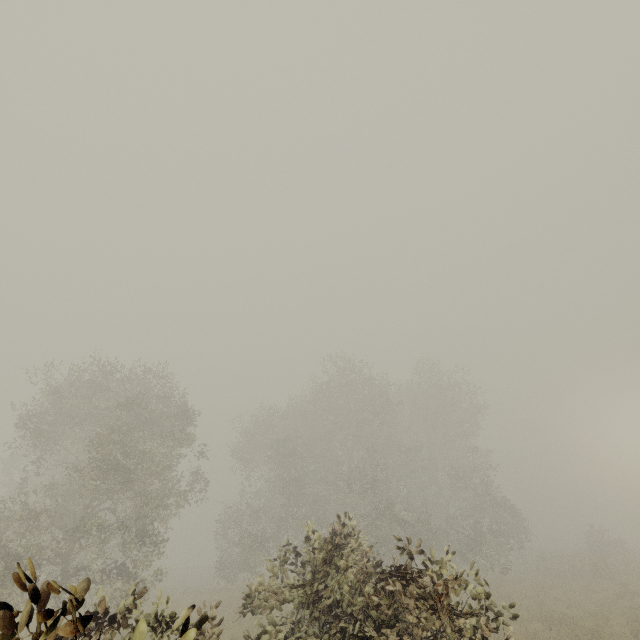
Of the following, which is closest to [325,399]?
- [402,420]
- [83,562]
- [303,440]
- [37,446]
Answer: [303,440]
